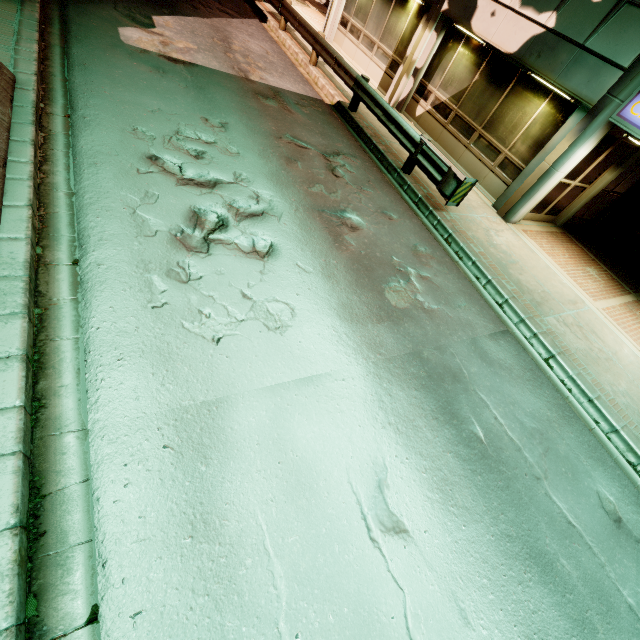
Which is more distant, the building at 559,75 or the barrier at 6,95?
the building at 559,75

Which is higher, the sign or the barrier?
the sign

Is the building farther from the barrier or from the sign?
the barrier

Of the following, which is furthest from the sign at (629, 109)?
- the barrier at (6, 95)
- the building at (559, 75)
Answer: the barrier at (6, 95)

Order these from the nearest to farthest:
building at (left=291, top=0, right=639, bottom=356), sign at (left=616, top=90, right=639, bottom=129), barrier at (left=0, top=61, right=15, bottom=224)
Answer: barrier at (left=0, top=61, right=15, bottom=224) < sign at (left=616, top=90, right=639, bottom=129) < building at (left=291, top=0, right=639, bottom=356)

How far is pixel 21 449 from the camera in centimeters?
249cm

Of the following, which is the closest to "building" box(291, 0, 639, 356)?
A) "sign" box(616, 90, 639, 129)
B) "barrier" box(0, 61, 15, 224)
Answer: "sign" box(616, 90, 639, 129)
